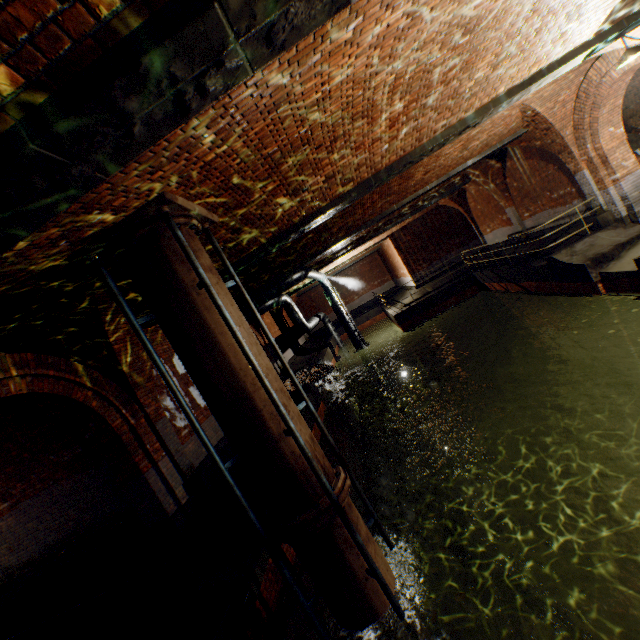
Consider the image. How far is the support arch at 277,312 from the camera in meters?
21.7

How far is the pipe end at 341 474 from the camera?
4.2m

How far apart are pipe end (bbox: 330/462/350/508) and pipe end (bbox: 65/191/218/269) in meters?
3.9 m

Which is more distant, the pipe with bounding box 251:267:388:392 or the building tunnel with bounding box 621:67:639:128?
the pipe with bounding box 251:267:388:392

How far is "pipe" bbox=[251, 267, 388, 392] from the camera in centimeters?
1383cm

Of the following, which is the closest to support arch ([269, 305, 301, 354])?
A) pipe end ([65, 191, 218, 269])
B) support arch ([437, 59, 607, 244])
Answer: support arch ([437, 59, 607, 244])

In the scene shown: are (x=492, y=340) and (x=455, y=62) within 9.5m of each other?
no

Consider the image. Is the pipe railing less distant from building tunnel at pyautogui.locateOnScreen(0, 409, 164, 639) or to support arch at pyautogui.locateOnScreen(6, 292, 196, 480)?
support arch at pyautogui.locateOnScreen(6, 292, 196, 480)
